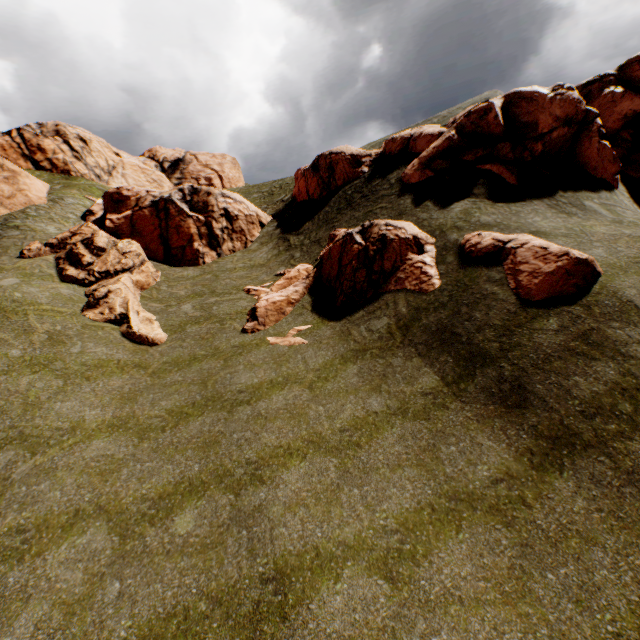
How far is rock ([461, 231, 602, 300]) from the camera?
11.0m

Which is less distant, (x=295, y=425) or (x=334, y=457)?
(x=334, y=457)

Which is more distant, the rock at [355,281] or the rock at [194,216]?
the rock at [194,216]

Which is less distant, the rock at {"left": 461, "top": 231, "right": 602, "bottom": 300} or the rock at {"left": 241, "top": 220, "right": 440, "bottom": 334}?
the rock at {"left": 461, "top": 231, "right": 602, "bottom": 300}

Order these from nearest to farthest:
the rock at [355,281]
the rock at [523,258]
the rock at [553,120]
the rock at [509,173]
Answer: the rock at [523,258] → the rock at [355,281] → the rock at [509,173] → the rock at [553,120]
